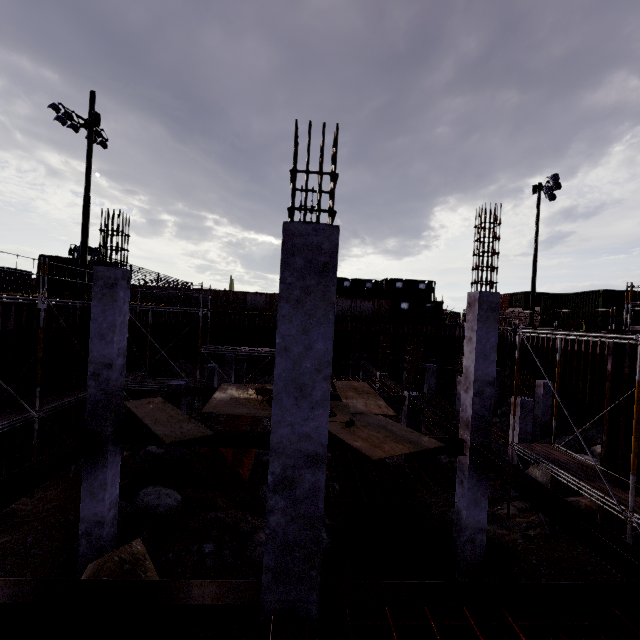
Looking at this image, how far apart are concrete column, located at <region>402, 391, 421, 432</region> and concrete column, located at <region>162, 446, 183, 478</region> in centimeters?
933cm

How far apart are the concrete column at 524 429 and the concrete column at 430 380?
9.3m

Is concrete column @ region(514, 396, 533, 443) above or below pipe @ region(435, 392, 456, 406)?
above

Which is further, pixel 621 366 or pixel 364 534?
pixel 621 366

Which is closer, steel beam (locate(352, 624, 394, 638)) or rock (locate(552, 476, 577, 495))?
steel beam (locate(352, 624, 394, 638))

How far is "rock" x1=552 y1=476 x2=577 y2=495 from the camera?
12.2m

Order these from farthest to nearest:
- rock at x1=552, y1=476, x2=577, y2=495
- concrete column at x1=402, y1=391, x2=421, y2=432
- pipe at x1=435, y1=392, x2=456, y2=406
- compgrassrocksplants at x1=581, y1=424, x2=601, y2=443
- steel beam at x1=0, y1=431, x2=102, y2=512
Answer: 1. pipe at x1=435, y1=392, x2=456, y2=406
2. compgrassrocksplants at x1=581, y1=424, x2=601, y2=443
3. concrete column at x1=402, y1=391, x2=421, y2=432
4. rock at x1=552, y1=476, x2=577, y2=495
5. steel beam at x1=0, y1=431, x2=102, y2=512

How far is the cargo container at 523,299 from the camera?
44.0m
